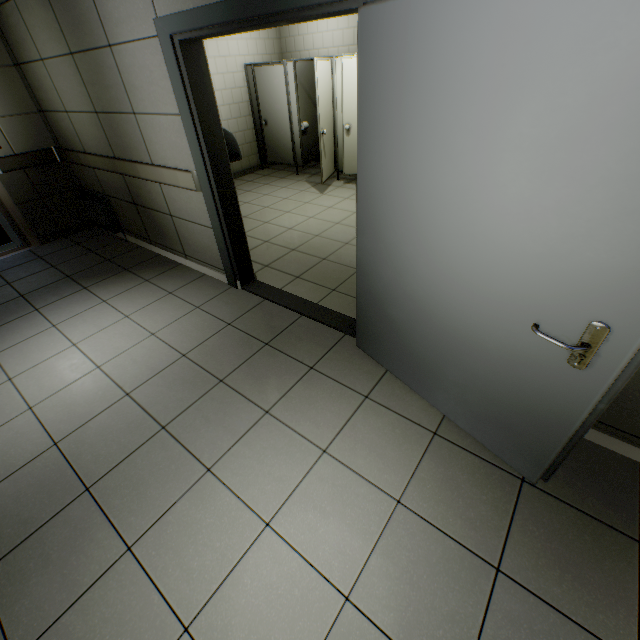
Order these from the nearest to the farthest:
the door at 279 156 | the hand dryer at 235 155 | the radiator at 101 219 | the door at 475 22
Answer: the door at 475 22, the hand dryer at 235 155, the radiator at 101 219, the door at 279 156

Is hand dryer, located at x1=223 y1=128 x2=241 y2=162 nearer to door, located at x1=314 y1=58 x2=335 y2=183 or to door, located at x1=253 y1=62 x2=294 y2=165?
door, located at x1=314 y1=58 x2=335 y2=183

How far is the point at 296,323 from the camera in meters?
3.0 m

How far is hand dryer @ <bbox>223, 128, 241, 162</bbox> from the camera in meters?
2.8

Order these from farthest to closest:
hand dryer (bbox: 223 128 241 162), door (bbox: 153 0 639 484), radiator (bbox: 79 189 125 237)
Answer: radiator (bbox: 79 189 125 237), hand dryer (bbox: 223 128 241 162), door (bbox: 153 0 639 484)

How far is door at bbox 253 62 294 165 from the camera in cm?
613

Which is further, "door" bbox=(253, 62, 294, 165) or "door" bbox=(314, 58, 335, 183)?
"door" bbox=(253, 62, 294, 165)

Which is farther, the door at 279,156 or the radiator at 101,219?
the door at 279,156
